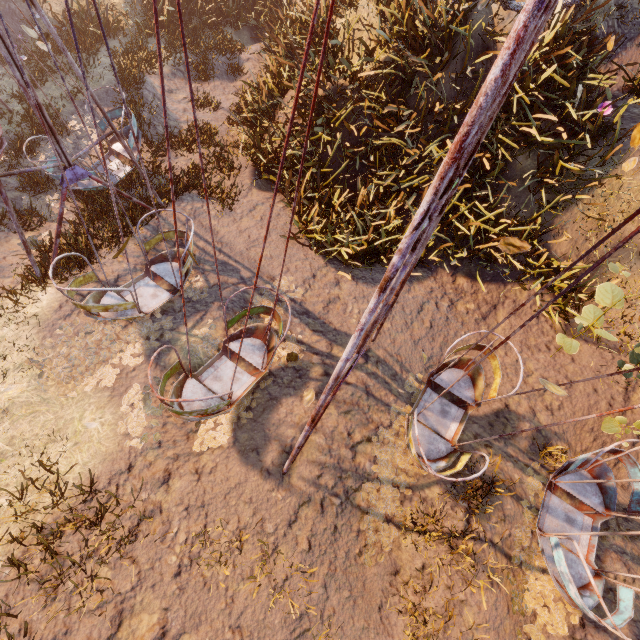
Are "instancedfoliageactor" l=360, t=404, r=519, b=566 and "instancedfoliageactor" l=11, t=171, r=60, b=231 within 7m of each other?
no

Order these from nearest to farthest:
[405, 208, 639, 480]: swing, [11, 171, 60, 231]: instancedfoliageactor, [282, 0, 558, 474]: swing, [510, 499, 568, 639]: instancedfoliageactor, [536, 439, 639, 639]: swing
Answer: [282, 0, 558, 474]: swing
[405, 208, 639, 480]: swing
[536, 439, 639, 639]: swing
[510, 499, 568, 639]: instancedfoliageactor
[11, 171, 60, 231]: instancedfoliageactor

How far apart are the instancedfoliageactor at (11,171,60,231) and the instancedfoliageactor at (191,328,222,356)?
4.7m

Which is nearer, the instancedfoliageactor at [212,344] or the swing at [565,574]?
the swing at [565,574]

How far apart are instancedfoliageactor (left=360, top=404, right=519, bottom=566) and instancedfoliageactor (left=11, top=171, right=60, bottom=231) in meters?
8.6

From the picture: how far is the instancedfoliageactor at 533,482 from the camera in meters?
5.8

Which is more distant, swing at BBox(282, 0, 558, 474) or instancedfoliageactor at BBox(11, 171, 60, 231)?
instancedfoliageactor at BBox(11, 171, 60, 231)

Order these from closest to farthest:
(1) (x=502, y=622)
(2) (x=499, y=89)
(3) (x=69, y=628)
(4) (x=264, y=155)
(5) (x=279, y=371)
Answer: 1. (2) (x=499, y=89)
2. (3) (x=69, y=628)
3. (1) (x=502, y=622)
4. (5) (x=279, y=371)
5. (4) (x=264, y=155)
